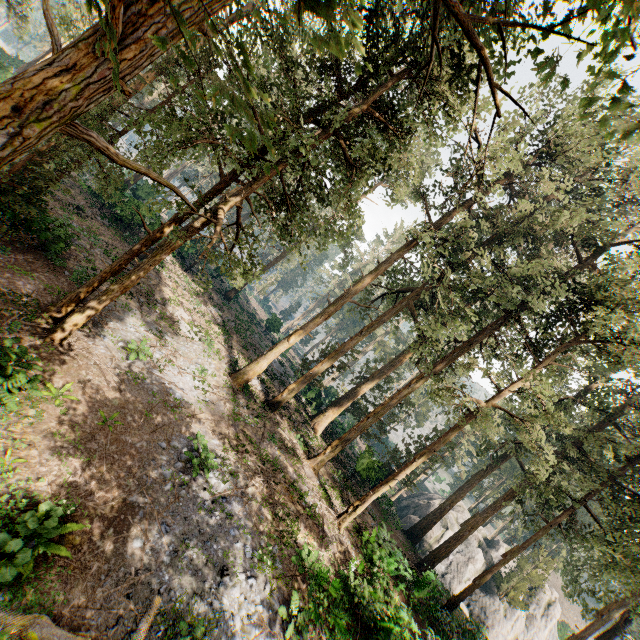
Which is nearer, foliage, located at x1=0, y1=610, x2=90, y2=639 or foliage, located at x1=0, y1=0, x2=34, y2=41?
foliage, located at x1=0, y1=610, x2=90, y2=639

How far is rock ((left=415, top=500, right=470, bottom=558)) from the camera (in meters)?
35.07

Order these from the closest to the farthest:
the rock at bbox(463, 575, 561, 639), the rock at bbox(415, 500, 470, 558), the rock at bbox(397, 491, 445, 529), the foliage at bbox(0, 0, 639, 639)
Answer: the foliage at bbox(0, 0, 639, 639)
the rock at bbox(463, 575, 561, 639)
the rock at bbox(415, 500, 470, 558)
the rock at bbox(397, 491, 445, 529)

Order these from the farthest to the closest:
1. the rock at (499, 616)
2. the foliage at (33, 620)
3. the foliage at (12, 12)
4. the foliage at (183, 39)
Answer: the rock at (499, 616) → the foliage at (12, 12) → the foliage at (33, 620) → the foliage at (183, 39)

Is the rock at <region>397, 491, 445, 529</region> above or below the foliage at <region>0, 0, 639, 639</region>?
below

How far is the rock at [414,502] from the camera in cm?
3669

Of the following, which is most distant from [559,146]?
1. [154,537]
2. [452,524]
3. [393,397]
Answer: [452,524]
